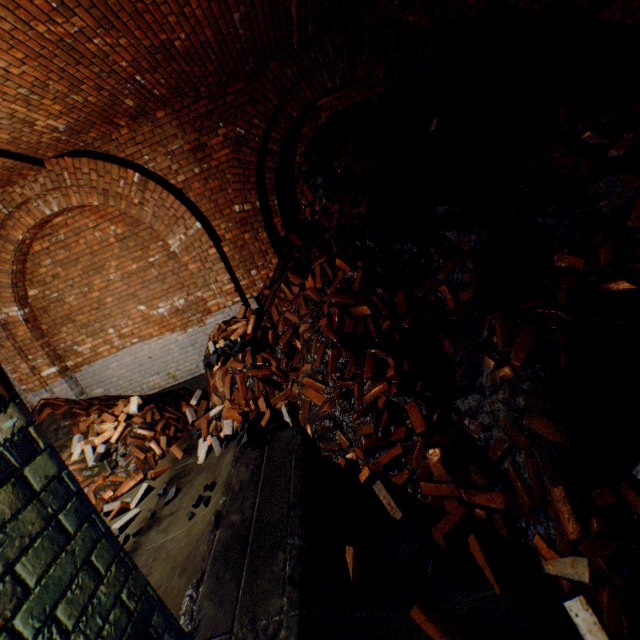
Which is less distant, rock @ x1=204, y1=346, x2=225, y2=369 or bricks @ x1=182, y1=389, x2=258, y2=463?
bricks @ x1=182, y1=389, x2=258, y2=463

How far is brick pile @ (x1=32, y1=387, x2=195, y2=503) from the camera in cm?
474

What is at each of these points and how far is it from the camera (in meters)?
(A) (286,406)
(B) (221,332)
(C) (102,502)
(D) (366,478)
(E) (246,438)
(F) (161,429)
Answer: (A) bricks, 3.83
(B) brick pile, 5.32
(C) bricks, 4.41
(D) bricks, 2.72
(E) rock, 3.46
(F) brick pile, 5.40

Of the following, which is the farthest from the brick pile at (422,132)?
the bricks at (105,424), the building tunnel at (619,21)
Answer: the bricks at (105,424)

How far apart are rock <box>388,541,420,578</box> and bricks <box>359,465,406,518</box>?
0.2 meters

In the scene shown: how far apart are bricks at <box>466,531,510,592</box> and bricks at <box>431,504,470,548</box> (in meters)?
0.09

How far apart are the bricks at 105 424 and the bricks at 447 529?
4.90m

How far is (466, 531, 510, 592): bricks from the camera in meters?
1.9 m
